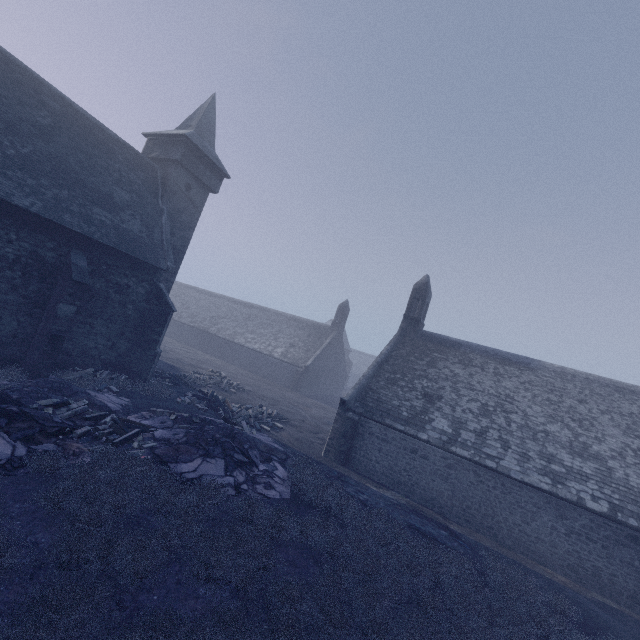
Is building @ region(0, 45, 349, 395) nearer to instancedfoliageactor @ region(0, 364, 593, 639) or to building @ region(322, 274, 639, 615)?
instancedfoliageactor @ region(0, 364, 593, 639)

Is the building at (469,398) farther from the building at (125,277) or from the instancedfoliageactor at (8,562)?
the building at (125,277)

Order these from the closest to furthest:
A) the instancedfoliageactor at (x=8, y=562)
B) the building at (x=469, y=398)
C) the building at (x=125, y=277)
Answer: the instancedfoliageactor at (x=8, y=562), the building at (x=469, y=398), the building at (x=125, y=277)

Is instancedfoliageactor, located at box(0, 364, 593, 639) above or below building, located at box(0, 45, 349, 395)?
below

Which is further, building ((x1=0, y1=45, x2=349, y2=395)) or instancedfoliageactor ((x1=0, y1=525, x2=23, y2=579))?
building ((x1=0, y1=45, x2=349, y2=395))

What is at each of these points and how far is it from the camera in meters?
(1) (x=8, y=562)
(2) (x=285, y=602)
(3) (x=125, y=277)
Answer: (1) instancedfoliageactor, 5.3
(2) instancedfoliageactor, 6.4
(3) building, 17.3

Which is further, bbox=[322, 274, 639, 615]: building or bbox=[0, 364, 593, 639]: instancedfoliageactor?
bbox=[322, 274, 639, 615]: building
